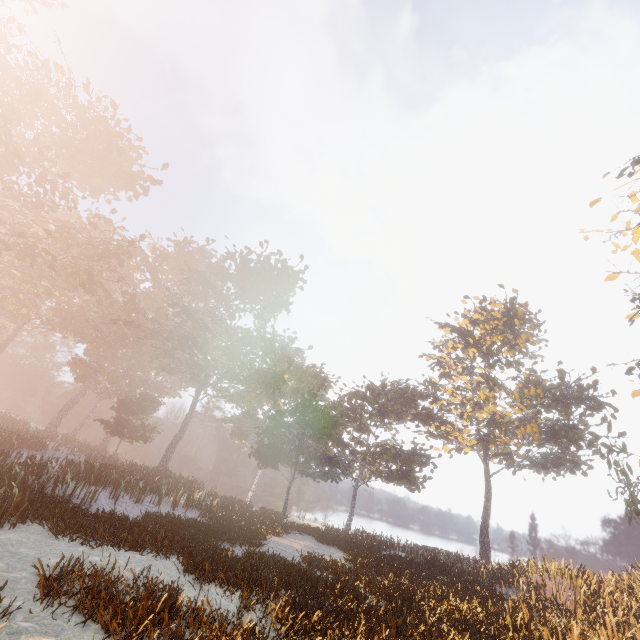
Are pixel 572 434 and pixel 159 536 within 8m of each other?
no
